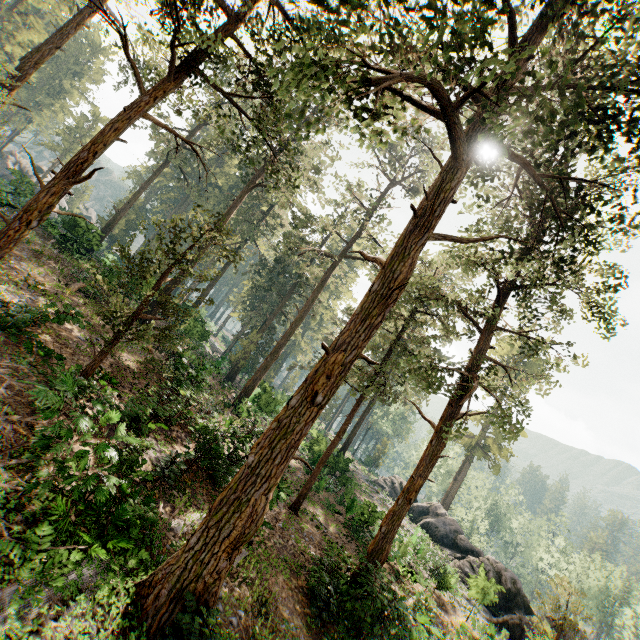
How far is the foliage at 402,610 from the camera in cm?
1024

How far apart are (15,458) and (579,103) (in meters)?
14.80

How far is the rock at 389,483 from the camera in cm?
4280

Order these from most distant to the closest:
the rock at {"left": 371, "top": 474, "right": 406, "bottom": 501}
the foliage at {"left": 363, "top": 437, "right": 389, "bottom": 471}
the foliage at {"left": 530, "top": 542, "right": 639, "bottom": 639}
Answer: the foliage at {"left": 363, "top": 437, "right": 389, "bottom": 471} < the rock at {"left": 371, "top": 474, "right": 406, "bottom": 501} < the foliage at {"left": 530, "top": 542, "right": 639, "bottom": 639}

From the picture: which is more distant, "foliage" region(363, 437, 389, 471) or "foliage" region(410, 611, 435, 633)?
"foliage" region(363, 437, 389, 471)

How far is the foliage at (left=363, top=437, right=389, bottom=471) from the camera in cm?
5509

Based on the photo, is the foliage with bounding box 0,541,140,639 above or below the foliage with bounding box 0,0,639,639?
below
